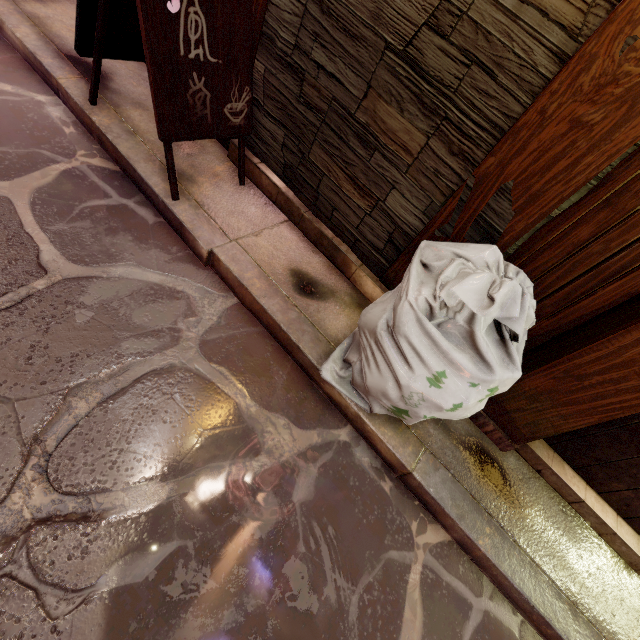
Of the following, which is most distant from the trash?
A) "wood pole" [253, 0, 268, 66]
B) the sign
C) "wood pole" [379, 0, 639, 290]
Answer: "wood pole" [253, 0, 268, 66]

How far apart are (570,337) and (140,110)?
6.2m

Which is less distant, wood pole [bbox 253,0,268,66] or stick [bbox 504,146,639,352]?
stick [bbox 504,146,639,352]

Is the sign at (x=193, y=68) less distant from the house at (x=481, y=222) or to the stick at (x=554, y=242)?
the house at (x=481, y=222)

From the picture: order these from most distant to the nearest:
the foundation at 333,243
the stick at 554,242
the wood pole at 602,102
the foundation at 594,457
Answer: Answer:
1. the foundation at 333,243
2. the foundation at 594,457
3. the stick at 554,242
4. the wood pole at 602,102

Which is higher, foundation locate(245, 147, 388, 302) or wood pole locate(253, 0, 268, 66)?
wood pole locate(253, 0, 268, 66)

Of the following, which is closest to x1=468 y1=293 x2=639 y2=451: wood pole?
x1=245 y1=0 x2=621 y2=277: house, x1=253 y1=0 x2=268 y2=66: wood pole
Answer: x1=245 y1=0 x2=621 y2=277: house
